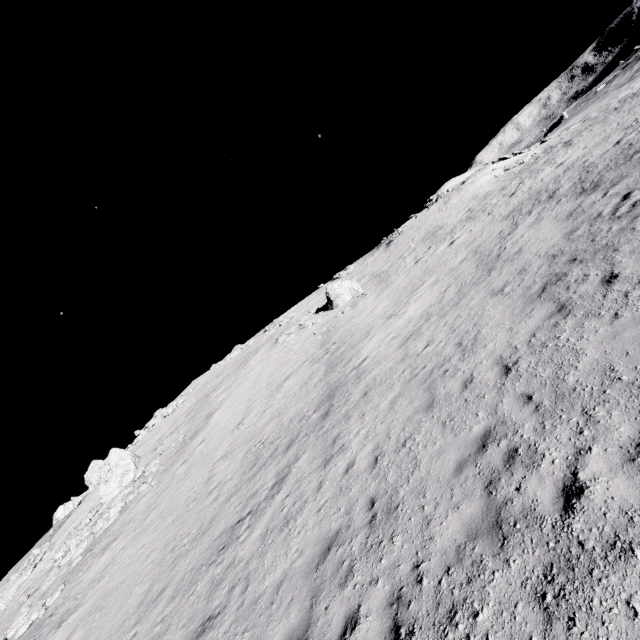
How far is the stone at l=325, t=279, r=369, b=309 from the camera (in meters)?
29.19

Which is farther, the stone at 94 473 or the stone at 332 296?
the stone at 332 296

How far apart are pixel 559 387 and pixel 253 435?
14.95m

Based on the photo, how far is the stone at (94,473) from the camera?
21.0 meters

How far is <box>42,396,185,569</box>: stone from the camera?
21.00m

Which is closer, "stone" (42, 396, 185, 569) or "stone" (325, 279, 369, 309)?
"stone" (42, 396, 185, 569)
